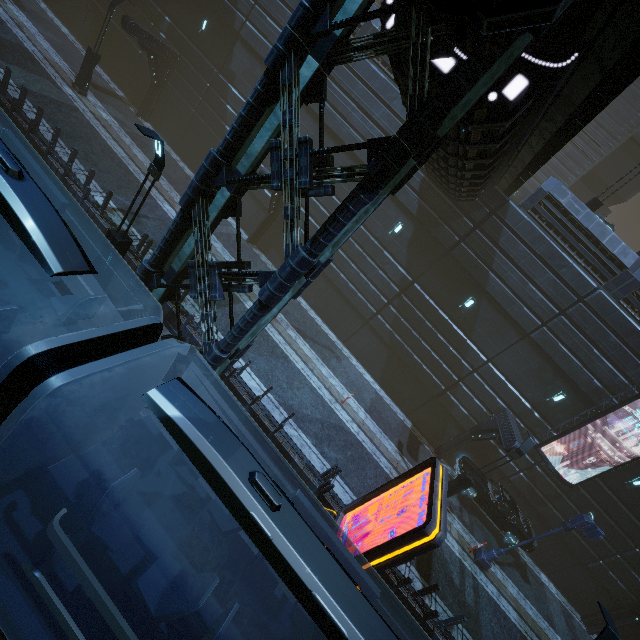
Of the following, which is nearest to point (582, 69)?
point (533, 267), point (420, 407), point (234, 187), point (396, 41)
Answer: point (396, 41)

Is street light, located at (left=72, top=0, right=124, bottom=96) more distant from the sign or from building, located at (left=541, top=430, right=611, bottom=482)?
the sign

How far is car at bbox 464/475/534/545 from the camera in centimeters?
1652cm

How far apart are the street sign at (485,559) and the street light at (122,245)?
19.0 meters

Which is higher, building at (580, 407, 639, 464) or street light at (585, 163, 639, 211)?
street light at (585, 163, 639, 211)

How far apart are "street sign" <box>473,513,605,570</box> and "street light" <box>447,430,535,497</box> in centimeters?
280cm

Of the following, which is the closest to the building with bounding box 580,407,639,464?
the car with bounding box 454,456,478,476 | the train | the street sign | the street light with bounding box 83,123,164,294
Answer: the train

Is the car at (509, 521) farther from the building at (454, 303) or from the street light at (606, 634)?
the street light at (606, 634)
